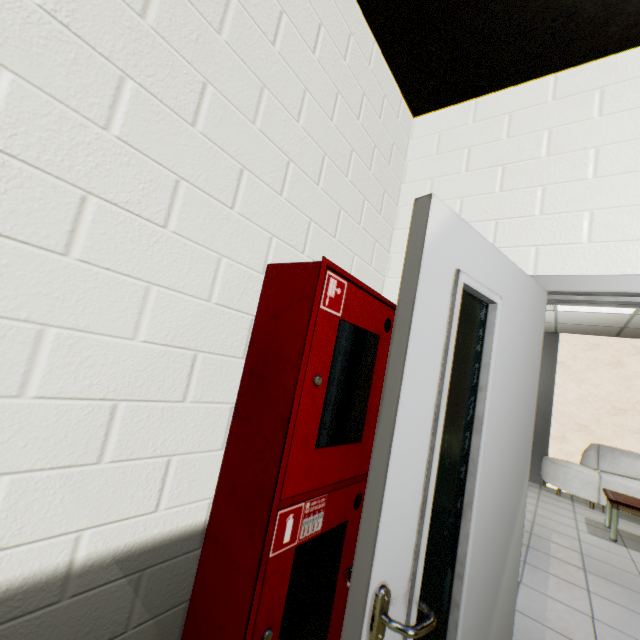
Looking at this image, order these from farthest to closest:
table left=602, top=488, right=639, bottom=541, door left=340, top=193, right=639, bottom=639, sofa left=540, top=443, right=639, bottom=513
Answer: sofa left=540, top=443, right=639, bottom=513
table left=602, top=488, right=639, bottom=541
door left=340, top=193, right=639, bottom=639

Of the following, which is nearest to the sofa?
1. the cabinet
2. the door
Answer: the door

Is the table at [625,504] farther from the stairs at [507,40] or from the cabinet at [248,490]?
the cabinet at [248,490]

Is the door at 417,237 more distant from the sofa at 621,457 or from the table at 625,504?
the sofa at 621,457

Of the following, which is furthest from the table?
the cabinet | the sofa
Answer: the cabinet

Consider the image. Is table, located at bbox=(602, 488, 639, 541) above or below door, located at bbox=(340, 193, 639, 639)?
below

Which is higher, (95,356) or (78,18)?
(78,18)

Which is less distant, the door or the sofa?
the door
